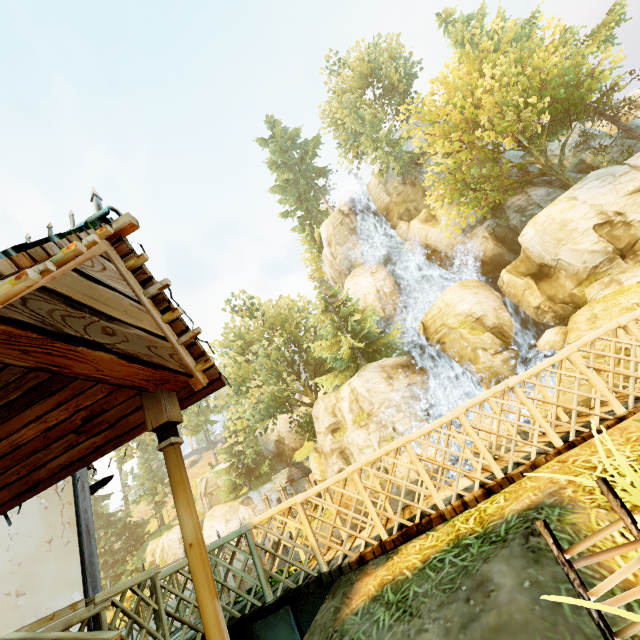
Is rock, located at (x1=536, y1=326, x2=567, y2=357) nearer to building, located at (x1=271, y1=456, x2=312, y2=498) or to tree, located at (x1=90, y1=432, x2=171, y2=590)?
tree, located at (x1=90, y1=432, x2=171, y2=590)

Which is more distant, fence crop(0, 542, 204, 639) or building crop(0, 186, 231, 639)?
fence crop(0, 542, 204, 639)

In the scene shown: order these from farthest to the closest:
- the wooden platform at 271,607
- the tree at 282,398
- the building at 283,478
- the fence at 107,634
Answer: the building at 283,478
the tree at 282,398
the wooden platform at 271,607
the fence at 107,634

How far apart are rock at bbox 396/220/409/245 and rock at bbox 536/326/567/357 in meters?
15.1

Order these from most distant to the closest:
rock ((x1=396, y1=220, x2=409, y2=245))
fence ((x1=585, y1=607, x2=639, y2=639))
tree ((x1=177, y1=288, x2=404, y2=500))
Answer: rock ((x1=396, y1=220, x2=409, y2=245)) < tree ((x1=177, y1=288, x2=404, y2=500)) < fence ((x1=585, y1=607, x2=639, y2=639))

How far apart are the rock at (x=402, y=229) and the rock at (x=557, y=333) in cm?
1508

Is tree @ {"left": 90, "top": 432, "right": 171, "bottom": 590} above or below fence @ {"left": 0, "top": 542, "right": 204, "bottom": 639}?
above

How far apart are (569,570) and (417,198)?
33.2 meters
